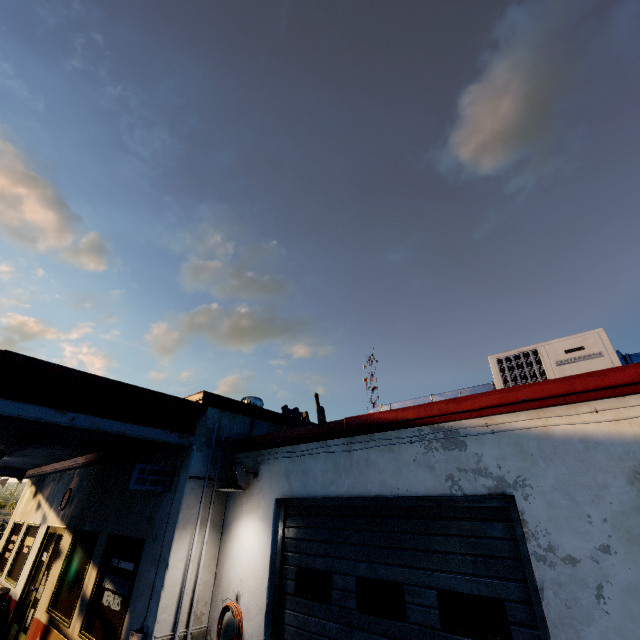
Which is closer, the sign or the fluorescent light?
the sign

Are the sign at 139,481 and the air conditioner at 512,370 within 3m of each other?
no

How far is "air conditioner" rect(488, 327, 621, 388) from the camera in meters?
4.0

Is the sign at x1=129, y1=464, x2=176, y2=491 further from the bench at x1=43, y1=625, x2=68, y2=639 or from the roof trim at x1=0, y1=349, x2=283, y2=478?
the bench at x1=43, y1=625, x2=68, y2=639

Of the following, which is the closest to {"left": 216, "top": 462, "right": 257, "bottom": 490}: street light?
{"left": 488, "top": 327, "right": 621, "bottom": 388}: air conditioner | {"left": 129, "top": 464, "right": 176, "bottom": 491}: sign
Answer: {"left": 129, "top": 464, "right": 176, "bottom": 491}: sign

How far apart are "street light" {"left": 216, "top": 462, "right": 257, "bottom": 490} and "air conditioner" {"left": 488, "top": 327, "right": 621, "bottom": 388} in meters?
4.2

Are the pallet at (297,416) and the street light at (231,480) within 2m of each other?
yes

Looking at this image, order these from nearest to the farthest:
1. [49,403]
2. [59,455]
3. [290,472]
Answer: [49,403]
[290,472]
[59,455]
